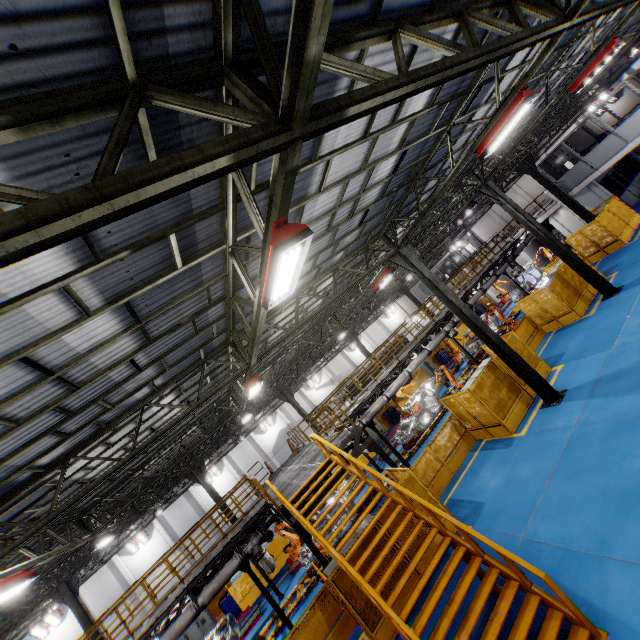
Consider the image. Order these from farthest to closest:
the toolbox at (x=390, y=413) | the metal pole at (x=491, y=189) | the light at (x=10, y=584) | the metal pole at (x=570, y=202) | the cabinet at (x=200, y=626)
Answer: the toolbox at (x=390, y=413) < the metal pole at (x=570, y=202) < the cabinet at (x=200, y=626) < the metal pole at (x=491, y=189) < the light at (x=10, y=584)

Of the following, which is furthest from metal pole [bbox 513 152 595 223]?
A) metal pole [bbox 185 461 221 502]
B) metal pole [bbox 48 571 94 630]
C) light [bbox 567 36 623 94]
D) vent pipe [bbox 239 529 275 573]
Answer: metal pole [bbox 48 571 94 630]

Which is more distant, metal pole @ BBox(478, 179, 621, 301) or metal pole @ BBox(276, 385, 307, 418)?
metal pole @ BBox(276, 385, 307, 418)

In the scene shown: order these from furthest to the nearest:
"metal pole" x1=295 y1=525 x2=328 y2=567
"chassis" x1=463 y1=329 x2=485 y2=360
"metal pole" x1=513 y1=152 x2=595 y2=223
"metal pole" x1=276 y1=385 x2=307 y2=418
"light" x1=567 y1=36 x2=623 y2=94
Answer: "metal pole" x1=276 y1=385 x2=307 y2=418 → "chassis" x1=463 y1=329 x2=485 y2=360 → "metal pole" x1=513 y1=152 x2=595 y2=223 → "light" x1=567 y1=36 x2=623 y2=94 → "metal pole" x1=295 y1=525 x2=328 y2=567

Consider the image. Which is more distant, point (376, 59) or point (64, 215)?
point (376, 59)

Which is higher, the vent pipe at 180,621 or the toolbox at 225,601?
the vent pipe at 180,621

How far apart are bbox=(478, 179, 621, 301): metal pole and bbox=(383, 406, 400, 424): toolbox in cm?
1513

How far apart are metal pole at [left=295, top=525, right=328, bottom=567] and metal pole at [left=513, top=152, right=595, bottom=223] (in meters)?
23.67
